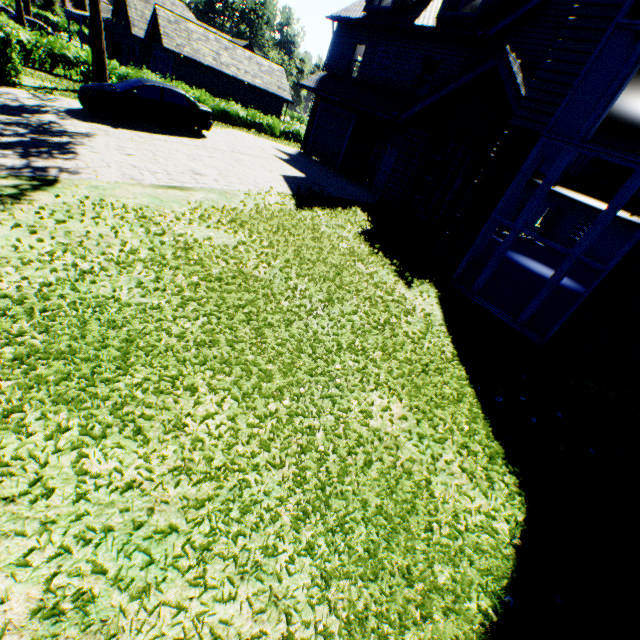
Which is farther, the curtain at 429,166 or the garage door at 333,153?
the garage door at 333,153

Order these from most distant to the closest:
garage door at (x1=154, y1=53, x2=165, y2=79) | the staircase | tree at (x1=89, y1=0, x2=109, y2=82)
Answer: garage door at (x1=154, y1=53, x2=165, y2=79), the staircase, tree at (x1=89, y1=0, x2=109, y2=82)

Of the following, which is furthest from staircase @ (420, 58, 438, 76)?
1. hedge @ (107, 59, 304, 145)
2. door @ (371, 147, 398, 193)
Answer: hedge @ (107, 59, 304, 145)

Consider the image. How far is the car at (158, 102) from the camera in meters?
12.1

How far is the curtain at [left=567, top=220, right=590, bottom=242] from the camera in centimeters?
2600cm

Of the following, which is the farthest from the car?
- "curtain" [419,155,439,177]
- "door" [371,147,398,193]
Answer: "curtain" [419,155,439,177]

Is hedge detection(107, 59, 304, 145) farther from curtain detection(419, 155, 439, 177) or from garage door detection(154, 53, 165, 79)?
curtain detection(419, 155, 439, 177)

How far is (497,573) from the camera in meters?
3.2
